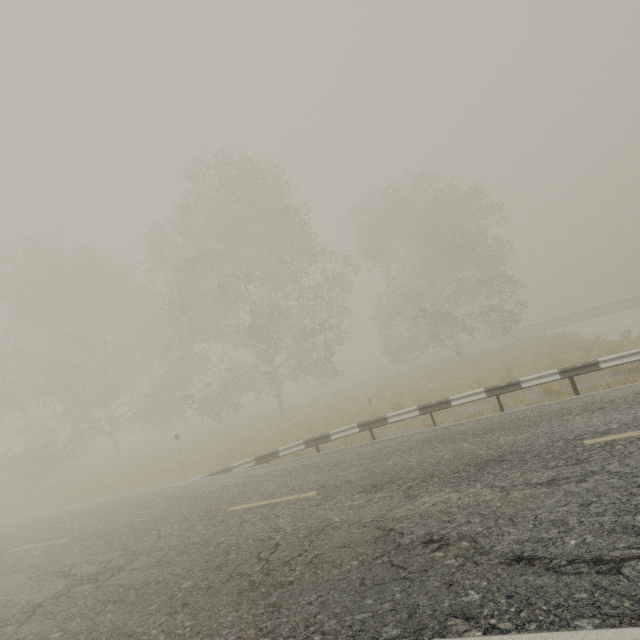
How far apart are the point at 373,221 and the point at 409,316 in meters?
9.1

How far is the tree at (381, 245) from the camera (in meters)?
23.41

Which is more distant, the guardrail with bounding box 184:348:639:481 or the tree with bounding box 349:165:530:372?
the tree with bounding box 349:165:530:372

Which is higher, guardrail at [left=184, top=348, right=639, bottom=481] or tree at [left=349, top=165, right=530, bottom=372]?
tree at [left=349, top=165, right=530, bottom=372]

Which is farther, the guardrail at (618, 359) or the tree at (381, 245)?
the tree at (381, 245)

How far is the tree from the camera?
23.41m
